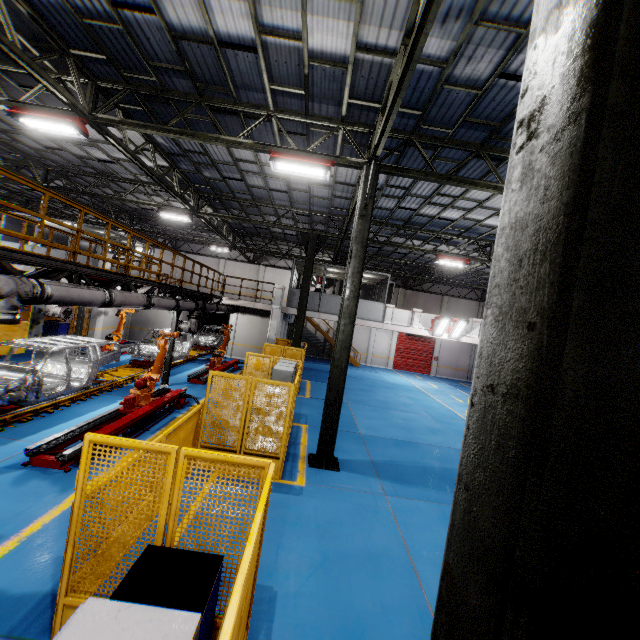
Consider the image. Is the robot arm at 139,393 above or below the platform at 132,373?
above

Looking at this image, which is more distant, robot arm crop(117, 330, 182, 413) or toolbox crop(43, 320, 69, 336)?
toolbox crop(43, 320, 69, 336)

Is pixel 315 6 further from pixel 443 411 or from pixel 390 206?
pixel 443 411

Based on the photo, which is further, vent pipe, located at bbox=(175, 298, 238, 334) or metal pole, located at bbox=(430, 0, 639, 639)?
vent pipe, located at bbox=(175, 298, 238, 334)

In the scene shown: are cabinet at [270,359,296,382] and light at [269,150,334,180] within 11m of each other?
yes

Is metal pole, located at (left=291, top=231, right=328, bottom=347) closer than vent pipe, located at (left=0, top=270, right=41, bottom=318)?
No

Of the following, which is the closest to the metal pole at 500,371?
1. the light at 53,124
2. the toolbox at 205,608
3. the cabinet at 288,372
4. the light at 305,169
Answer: the toolbox at 205,608

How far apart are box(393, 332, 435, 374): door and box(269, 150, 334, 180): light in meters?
24.4
